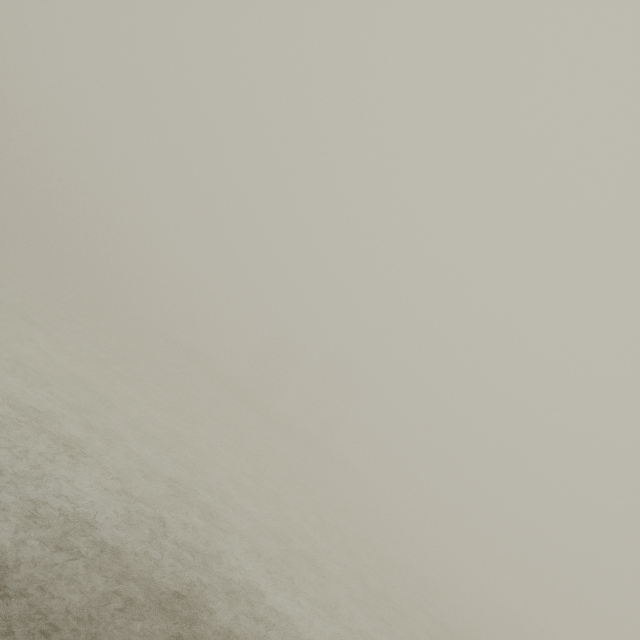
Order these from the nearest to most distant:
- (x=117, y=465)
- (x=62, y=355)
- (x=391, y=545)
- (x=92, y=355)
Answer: (x=117, y=465) < (x=62, y=355) < (x=92, y=355) < (x=391, y=545)
